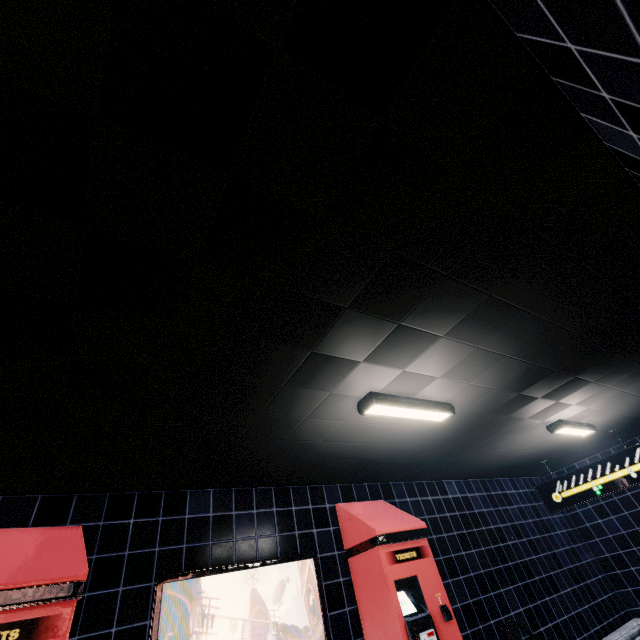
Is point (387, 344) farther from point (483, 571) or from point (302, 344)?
point (483, 571)
